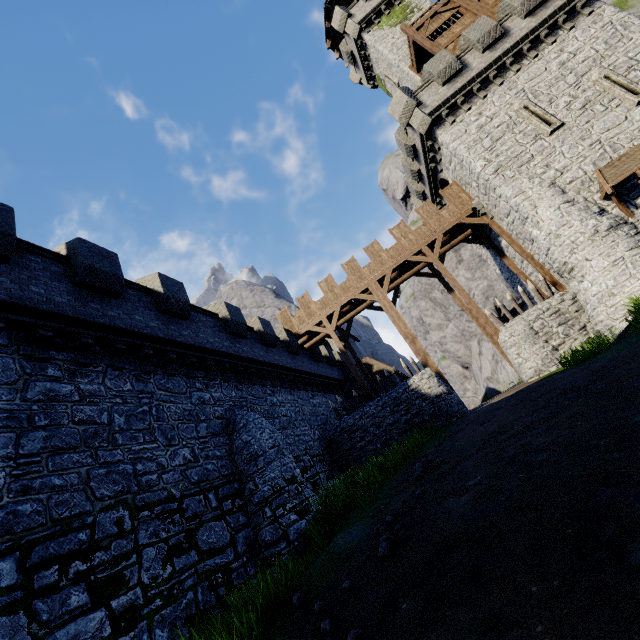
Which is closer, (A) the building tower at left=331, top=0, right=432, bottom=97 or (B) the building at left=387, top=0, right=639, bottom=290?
(B) the building at left=387, top=0, right=639, bottom=290

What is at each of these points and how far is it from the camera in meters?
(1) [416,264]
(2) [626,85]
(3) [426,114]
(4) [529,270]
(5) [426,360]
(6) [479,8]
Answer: (1) walkway, 22.0
(2) window slit, 14.9
(3) building, 18.5
(4) building, 19.2
(5) wooden post, 18.6
(6) walkway, 19.5

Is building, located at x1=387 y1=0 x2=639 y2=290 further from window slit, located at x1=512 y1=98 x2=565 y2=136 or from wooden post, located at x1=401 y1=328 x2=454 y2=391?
wooden post, located at x1=401 y1=328 x2=454 y2=391

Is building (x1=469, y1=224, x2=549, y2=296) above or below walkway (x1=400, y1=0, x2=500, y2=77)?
below

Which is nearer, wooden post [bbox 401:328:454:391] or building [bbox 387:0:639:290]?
building [bbox 387:0:639:290]

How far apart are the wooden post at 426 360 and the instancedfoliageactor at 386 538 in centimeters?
1317cm

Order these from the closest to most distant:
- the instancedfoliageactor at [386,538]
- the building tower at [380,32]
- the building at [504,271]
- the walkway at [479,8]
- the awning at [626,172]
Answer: the instancedfoliageactor at [386,538], the awning at [626,172], the walkway at [479,8], the building at [504,271], the building tower at [380,32]

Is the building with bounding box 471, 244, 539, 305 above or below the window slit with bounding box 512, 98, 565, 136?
below
